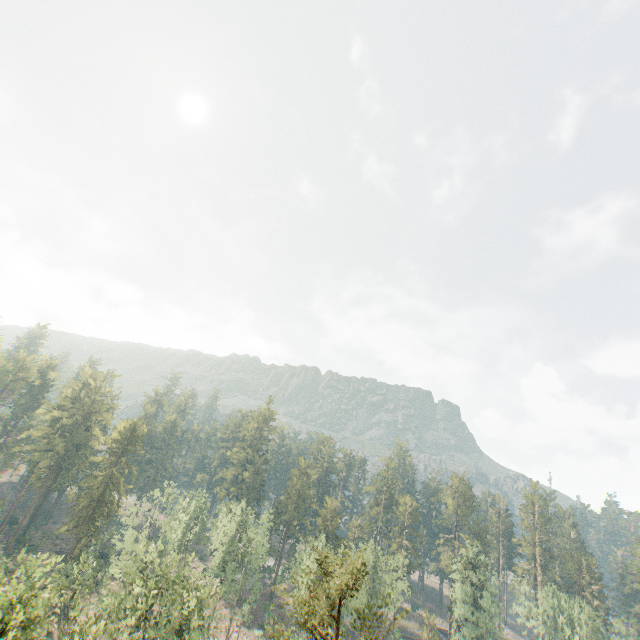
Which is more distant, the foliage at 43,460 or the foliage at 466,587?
the foliage at 43,460

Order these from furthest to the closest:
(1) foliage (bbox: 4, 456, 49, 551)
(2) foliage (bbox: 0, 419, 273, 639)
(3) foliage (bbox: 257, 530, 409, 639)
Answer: (1) foliage (bbox: 4, 456, 49, 551) < (2) foliage (bbox: 0, 419, 273, 639) < (3) foliage (bbox: 257, 530, 409, 639)

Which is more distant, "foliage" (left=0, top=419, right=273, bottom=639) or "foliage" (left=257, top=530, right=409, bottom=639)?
"foliage" (left=0, top=419, right=273, bottom=639)

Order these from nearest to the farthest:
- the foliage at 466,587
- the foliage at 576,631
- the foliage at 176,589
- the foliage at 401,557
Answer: the foliage at 401,557 → the foliage at 176,589 → the foliage at 576,631 → the foliage at 466,587

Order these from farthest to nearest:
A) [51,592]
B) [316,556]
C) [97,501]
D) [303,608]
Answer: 1. [97,501]
2. [316,556]
3. [51,592]
4. [303,608]
